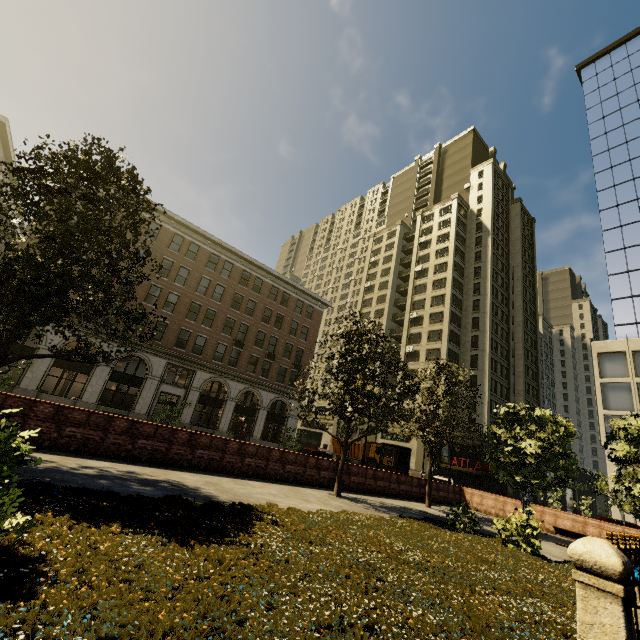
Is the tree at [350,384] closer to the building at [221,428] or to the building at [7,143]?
the building at [221,428]

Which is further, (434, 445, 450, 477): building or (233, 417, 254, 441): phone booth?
(434, 445, 450, 477): building

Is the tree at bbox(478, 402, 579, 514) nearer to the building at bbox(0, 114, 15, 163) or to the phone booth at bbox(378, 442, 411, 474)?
the phone booth at bbox(378, 442, 411, 474)

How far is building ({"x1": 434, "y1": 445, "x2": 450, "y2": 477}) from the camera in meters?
37.5 m

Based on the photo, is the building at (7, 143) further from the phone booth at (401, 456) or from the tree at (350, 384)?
the phone booth at (401, 456)

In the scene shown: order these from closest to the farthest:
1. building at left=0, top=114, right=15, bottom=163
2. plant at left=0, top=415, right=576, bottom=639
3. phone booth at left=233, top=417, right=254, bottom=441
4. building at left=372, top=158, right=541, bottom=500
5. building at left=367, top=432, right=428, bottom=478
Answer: plant at left=0, top=415, right=576, bottom=639
building at left=0, top=114, right=15, bottom=163
phone booth at left=233, top=417, right=254, bottom=441
building at left=367, top=432, right=428, bottom=478
building at left=372, top=158, right=541, bottom=500

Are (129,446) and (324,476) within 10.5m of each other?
yes

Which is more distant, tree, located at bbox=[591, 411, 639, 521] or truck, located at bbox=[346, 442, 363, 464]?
truck, located at bbox=[346, 442, 363, 464]
